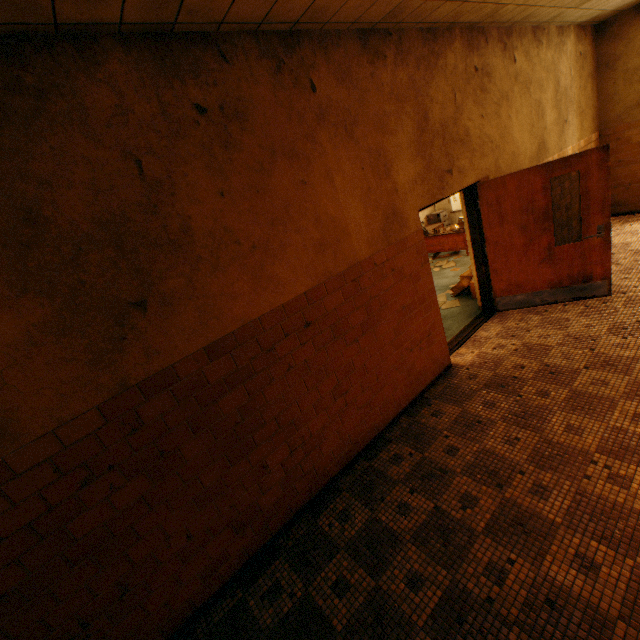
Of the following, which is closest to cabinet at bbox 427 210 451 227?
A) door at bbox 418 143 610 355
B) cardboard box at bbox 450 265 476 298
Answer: cardboard box at bbox 450 265 476 298

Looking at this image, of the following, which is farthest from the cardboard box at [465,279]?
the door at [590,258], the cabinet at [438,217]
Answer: the cabinet at [438,217]

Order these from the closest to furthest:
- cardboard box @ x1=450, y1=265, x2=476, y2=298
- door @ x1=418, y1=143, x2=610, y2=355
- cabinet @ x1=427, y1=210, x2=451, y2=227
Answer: door @ x1=418, y1=143, x2=610, y2=355 < cardboard box @ x1=450, y1=265, x2=476, y2=298 < cabinet @ x1=427, y1=210, x2=451, y2=227

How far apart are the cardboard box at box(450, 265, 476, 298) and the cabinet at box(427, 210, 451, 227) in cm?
430

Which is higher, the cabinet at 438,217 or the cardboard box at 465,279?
the cabinet at 438,217

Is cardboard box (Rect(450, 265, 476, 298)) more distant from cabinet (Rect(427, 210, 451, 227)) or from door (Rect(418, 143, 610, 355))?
cabinet (Rect(427, 210, 451, 227))

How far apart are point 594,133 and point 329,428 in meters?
8.9
